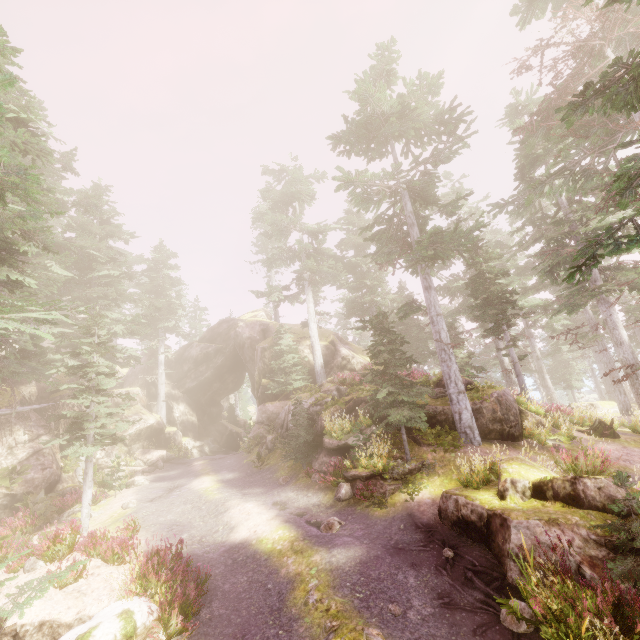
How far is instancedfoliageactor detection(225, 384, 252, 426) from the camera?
44.34m

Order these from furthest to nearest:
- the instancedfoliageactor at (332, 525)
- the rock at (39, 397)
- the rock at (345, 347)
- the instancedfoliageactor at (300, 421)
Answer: the rock at (39, 397) → the instancedfoliageactor at (300, 421) → the rock at (345, 347) → the instancedfoliageactor at (332, 525)

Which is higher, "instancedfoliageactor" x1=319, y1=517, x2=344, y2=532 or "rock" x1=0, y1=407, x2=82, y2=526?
"rock" x1=0, y1=407, x2=82, y2=526

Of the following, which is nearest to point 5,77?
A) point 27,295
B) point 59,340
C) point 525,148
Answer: point 27,295

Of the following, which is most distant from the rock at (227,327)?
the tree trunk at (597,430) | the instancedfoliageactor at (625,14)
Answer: the tree trunk at (597,430)

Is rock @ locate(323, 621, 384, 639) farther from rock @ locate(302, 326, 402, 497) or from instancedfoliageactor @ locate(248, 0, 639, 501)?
rock @ locate(302, 326, 402, 497)

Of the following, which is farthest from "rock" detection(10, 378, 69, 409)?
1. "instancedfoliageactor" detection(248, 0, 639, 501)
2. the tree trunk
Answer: the tree trunk

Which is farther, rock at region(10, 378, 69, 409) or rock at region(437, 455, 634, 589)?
rock at region(10, 378, 69, 409)
